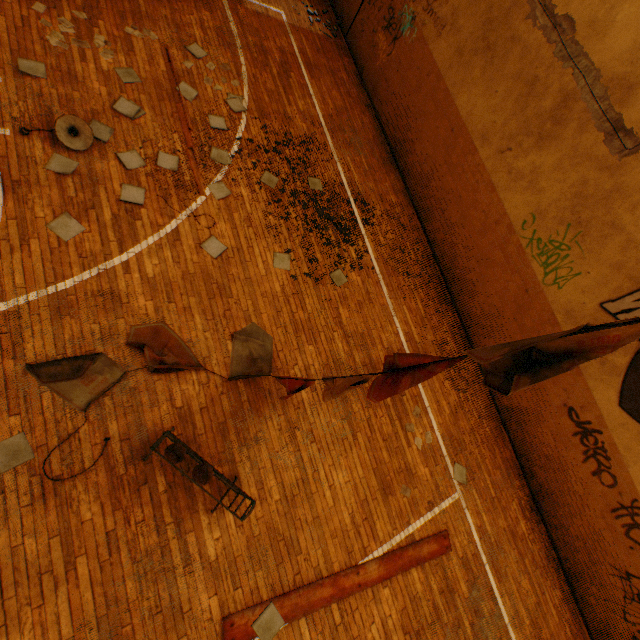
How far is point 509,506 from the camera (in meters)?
6.77

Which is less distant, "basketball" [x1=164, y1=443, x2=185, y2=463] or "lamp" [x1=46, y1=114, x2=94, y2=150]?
"basketball" [x1=164, y1=443, x2=185, y2=463]

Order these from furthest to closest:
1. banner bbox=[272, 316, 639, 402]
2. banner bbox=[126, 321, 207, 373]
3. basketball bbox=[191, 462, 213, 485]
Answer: banner bbox=[126, 321, 207, 373] → basketball bbox=[191, 462, 213, 485] → banner bbox=[272, 316, 639, 402]

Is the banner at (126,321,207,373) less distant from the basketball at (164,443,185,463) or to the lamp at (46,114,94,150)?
the basketball at (164,443,185,463)

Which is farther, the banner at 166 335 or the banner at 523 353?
the banner at 166 335

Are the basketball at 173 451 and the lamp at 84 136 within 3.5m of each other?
no

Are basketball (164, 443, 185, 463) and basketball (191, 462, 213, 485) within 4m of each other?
yes

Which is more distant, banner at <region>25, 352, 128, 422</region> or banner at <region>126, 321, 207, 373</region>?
banner at <region>126, 321, 207, 373</region>
